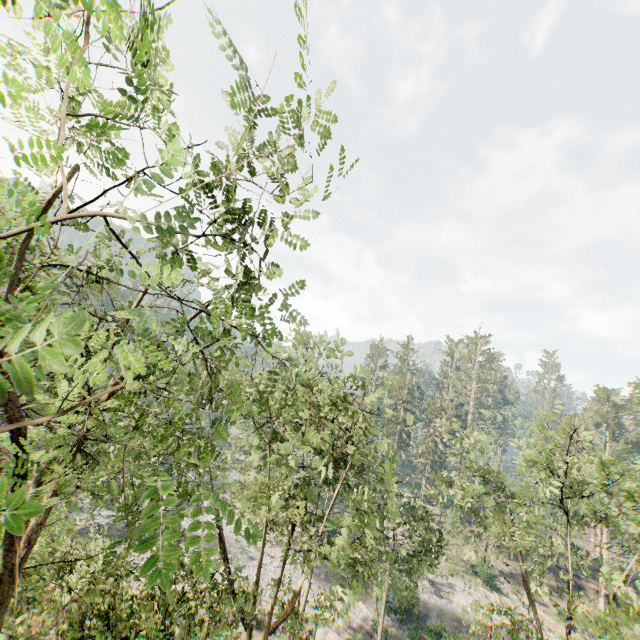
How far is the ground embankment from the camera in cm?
4156

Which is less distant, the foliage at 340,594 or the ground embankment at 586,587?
the foliage at 340,594

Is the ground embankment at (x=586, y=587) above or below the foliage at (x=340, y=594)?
below

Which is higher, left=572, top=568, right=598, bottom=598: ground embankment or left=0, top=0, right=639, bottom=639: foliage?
left=0, top=0, right=639, bottom=639: foliage

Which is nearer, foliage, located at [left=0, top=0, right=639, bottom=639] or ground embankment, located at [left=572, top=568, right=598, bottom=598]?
foliage, located at [left=0, top=0, right=639, bottom=639]

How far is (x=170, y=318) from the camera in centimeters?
210cm
